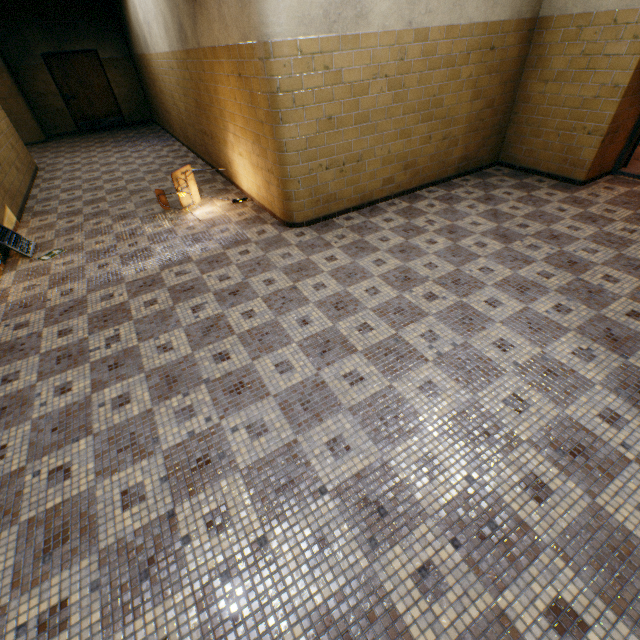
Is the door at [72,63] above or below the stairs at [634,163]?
above

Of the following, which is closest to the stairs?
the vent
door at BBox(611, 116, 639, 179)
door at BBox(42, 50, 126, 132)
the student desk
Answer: door at BBox(611, 116, 639, 179)

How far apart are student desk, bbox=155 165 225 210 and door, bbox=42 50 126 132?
9.9 meters

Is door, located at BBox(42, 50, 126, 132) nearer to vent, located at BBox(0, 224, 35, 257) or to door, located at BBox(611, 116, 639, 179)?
vent, located at BBox(0, 224, 35, 257)

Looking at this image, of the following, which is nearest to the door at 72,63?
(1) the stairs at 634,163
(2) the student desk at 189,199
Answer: (2) the student desk at 189,199

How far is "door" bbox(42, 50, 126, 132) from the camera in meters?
10.5

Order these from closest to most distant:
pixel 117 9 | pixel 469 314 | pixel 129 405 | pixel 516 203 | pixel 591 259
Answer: pixel 129 405
pixel 469 314
pixel 591 259
pixel 516 203
pixel 117 9

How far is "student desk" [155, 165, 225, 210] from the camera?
4.9 meters
